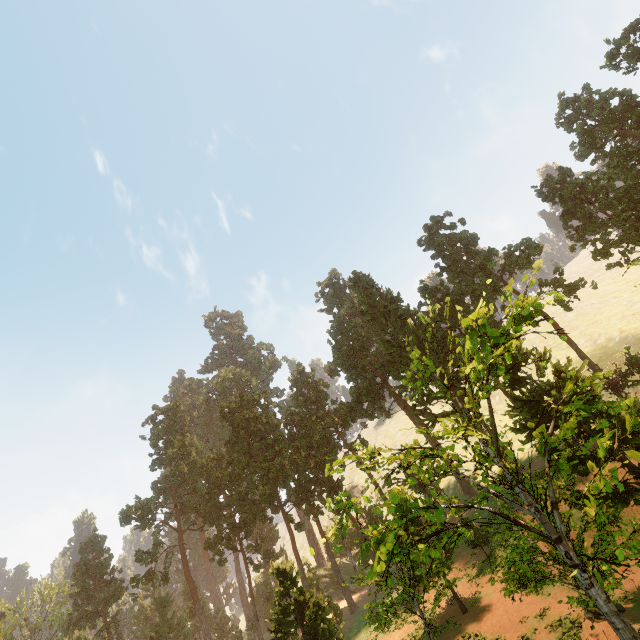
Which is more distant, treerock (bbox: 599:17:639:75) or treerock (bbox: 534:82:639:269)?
treerock (bbox: 534:82:639:269)

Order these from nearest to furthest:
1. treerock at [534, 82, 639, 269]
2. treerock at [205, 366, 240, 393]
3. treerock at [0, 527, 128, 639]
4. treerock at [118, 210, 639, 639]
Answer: treerock at [118, 210, 639, 639] < treerock at [534, 82, 639, 269] < treerock at [0, 527, 128, 639] < treerock at [205, 366, 240, 393]

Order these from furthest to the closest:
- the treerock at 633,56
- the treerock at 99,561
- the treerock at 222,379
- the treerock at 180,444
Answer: the treerock at 222,379
the treerock at 99,561
the treerock at 633,56
the treerock at 180,444

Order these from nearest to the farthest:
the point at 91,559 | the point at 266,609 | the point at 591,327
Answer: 1. the point at 266,609
2. the point at 91,559
3. the point at 591,327

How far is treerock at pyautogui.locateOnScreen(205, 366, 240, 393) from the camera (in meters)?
57.62

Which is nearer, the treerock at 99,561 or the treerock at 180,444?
the treerock at 180,444
